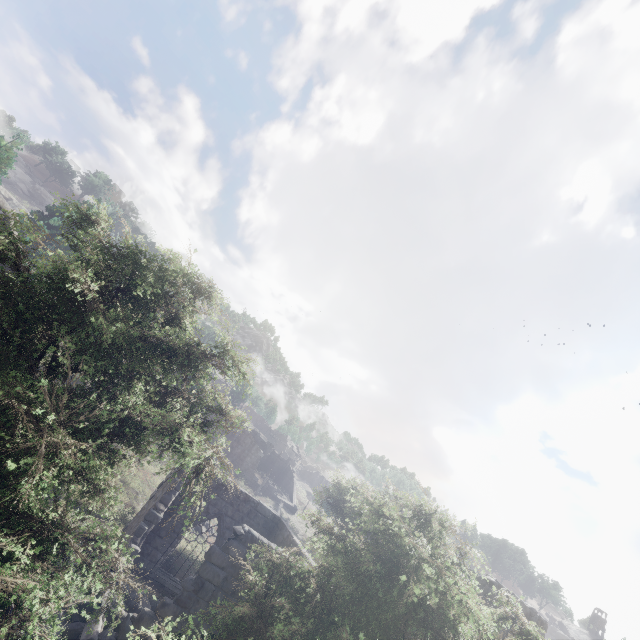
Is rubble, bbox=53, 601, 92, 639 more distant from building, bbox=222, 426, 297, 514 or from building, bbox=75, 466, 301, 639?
building, bbox=222, 426, 297, 514

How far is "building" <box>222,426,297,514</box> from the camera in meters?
43.2

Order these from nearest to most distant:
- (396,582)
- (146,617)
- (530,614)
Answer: (396,582)
(146,617)
(530,614)

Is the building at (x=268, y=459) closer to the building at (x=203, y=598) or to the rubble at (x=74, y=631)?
the building at (x=203, y=598)

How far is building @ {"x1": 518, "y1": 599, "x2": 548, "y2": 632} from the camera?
14.04m

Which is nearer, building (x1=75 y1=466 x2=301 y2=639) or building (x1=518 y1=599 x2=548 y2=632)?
building (x1=75 y1=466 x2=301 y2=639)

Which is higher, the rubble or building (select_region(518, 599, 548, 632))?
building (select_region(518, 599, 548, 632))

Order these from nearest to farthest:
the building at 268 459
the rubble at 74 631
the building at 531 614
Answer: the rubble at 74 631
the building at 531 614
the building at 268 459
